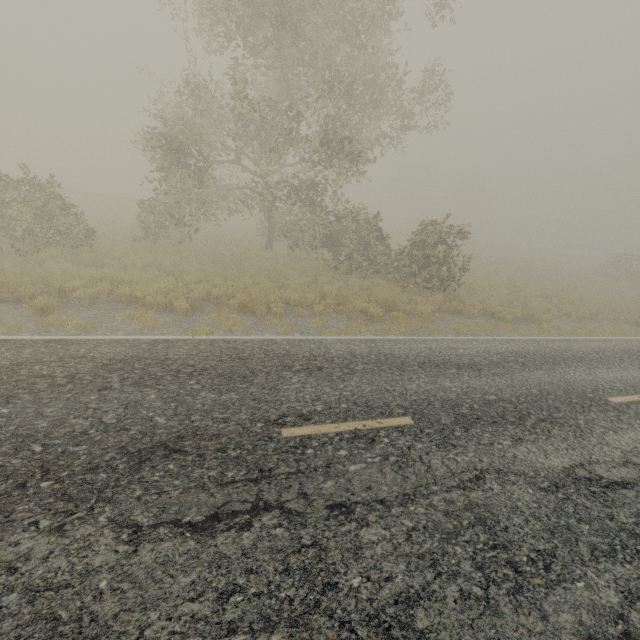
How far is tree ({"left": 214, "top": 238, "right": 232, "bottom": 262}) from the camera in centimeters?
1647cm

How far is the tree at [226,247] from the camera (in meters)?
16.47

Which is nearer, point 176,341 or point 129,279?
point 176,341

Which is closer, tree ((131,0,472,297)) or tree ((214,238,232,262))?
tree ((131,0,472,297))

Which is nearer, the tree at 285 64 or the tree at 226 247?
the tree at 285 64

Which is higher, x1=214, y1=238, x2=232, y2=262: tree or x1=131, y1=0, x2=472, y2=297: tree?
x1=131, y1=0, x2=472, y2=297: tree
